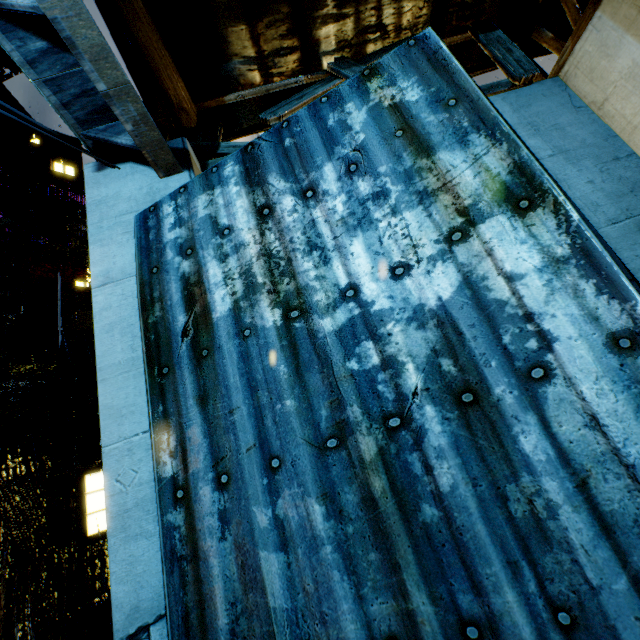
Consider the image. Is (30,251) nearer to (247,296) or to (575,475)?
(247,296)
